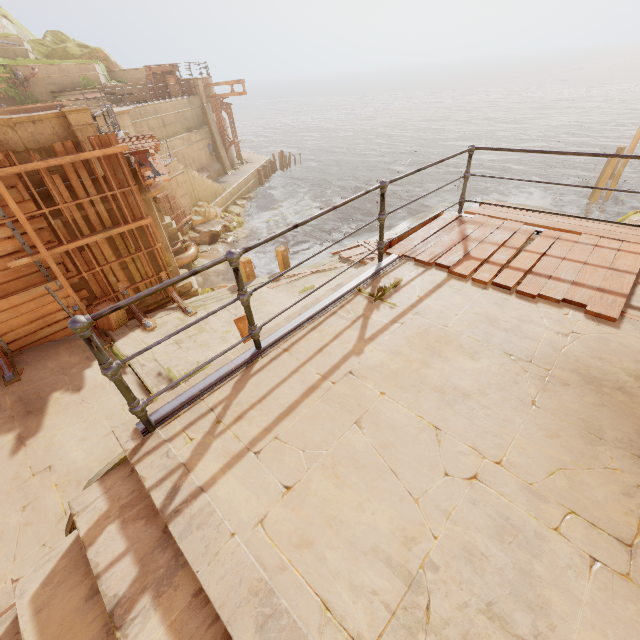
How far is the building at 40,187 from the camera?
7.6m

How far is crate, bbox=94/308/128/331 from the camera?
8.9m

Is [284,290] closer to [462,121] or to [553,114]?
[462,121]

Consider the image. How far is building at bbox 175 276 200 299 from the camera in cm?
1097

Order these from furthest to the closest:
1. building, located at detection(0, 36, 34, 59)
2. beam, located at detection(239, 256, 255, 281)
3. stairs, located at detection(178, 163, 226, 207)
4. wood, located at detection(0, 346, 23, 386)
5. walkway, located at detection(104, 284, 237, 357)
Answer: building, located at detection(0, 36, 34, 59)
stairs, located at detection(178, 163, 226, 207)
beam, located at detection(239, 256, 255, 281)
walkway, located at detection(104, 284, 237, 357)
wood, located at detection(0, 346, 23, 386)

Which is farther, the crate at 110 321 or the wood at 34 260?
the crate at 110 321

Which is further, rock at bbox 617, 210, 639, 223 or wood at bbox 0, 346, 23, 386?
rock at bbox 617, 210, 639, 223

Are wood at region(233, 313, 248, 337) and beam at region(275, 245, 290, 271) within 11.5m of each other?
yes
